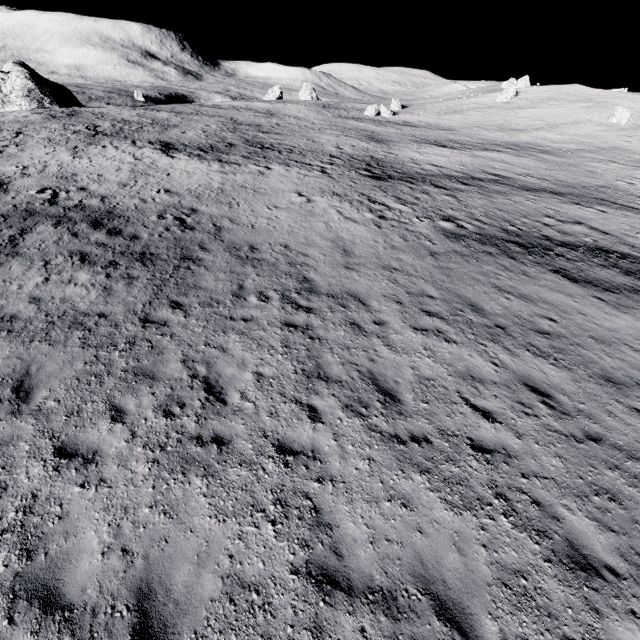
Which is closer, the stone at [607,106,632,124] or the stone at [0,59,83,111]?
the stone at [0,59,83,111]

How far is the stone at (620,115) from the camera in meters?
53.2 m

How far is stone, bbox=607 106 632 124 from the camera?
53.2m

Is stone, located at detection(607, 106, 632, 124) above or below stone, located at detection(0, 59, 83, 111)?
above

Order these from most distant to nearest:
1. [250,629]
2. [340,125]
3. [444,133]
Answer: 1. [340,125]
2. [444,133]
3. [250,629]

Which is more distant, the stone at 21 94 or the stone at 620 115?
the stone at 620 115
